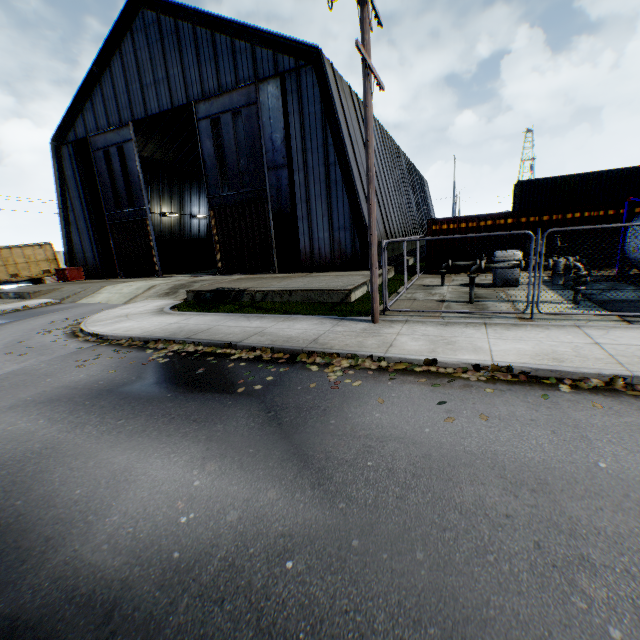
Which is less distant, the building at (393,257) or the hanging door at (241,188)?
the hanging door at (241,188)

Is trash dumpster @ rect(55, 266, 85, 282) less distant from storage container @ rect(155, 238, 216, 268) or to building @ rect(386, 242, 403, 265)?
building @ rect(386, 242, 403, 265)

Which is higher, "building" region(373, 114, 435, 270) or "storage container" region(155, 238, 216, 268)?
"building" region(373, 114, 435, 270)

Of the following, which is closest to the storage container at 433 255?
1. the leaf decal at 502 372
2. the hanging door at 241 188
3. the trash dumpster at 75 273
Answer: the hanging door at 241 188

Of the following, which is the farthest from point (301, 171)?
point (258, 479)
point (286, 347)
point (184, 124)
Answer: point (184, 124)

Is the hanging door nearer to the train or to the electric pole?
the electric pole

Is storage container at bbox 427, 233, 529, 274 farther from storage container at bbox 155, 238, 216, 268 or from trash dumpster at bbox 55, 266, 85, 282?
trash dumpster at bbox 55, 266, 85, 282

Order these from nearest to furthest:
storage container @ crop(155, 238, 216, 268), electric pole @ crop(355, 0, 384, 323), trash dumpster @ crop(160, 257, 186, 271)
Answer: electric pole @ crop(355, 0, 384, 323), trash dumpster @ crop(160, 257, 186, 271), storage container @ crop(155, 238, 216, 268)
